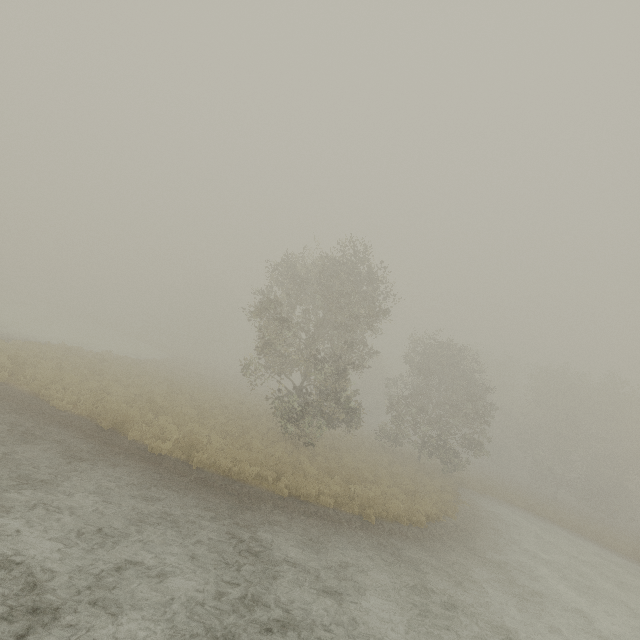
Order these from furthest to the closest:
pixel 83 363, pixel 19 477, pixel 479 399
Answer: pixel 479 399, pixel 83 363, pixel 19 477
